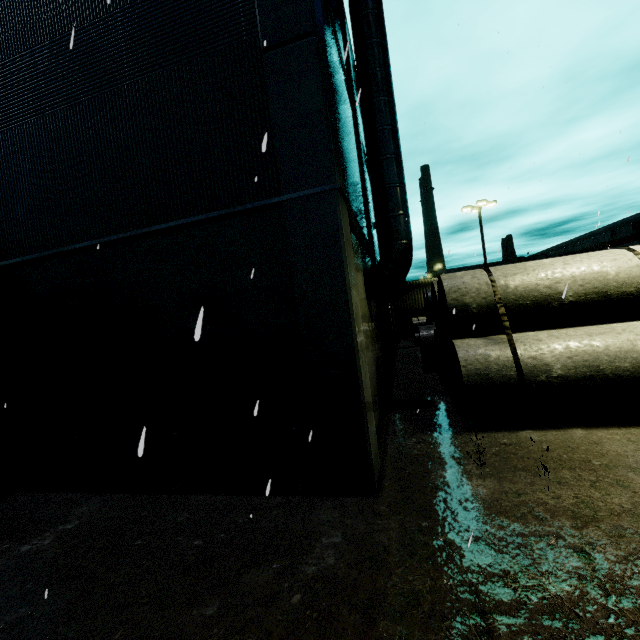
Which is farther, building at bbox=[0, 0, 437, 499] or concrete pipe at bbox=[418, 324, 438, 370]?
concrete pipe at bbox=[418, 324, 438, 370]

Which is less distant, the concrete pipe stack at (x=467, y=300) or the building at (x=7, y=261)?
the building at (x=7, y=261)

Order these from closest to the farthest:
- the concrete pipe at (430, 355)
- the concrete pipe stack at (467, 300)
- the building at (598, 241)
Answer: the concrete pipe stack at (467, 300), the concrete pipe at (430, 355), the building at (598, 241)

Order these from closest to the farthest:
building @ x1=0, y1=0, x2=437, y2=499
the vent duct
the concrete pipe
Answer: building @ x1=0, y1=0, x2=437, y2=499 < the vent duct < the concrete pipe

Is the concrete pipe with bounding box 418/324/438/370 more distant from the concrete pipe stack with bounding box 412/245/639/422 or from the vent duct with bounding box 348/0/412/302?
the vent duct with bounding box 348/0/412/302

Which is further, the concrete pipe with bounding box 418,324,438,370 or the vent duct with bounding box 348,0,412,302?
the concrete pipe with bounding box 418,324,438,370

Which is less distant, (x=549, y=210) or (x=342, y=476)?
(x=342, y=476)

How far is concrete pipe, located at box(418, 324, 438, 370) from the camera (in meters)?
13.66
